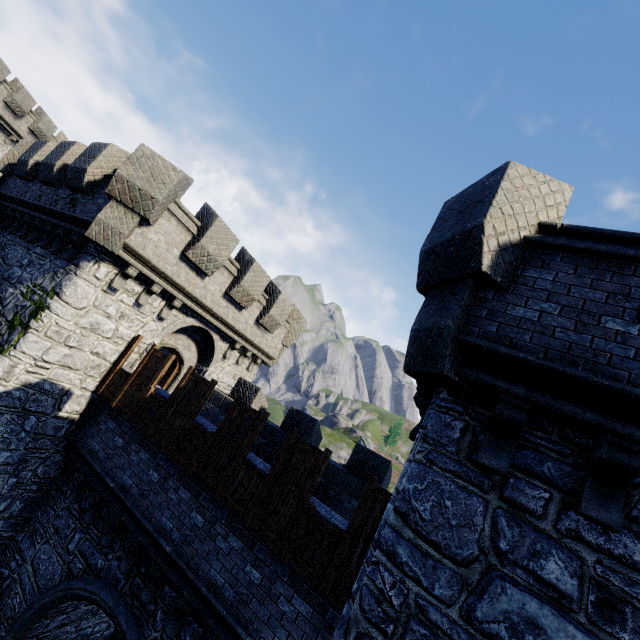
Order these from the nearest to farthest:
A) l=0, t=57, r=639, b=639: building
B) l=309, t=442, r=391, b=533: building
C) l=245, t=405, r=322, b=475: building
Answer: l=0, t=57, r=639, b=639: building, l=309, t=442, r=391, b=533: building, l=245, t=405, r=322, b=475: building

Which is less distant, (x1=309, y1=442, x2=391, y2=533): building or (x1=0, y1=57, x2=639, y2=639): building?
(x1=0, y1=57, x2=639, y2=639): building

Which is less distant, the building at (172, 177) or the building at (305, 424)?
the building at (172, 177)

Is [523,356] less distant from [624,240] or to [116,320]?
[624,240]

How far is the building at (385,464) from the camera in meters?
7.3 m

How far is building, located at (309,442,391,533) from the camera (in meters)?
7.25
